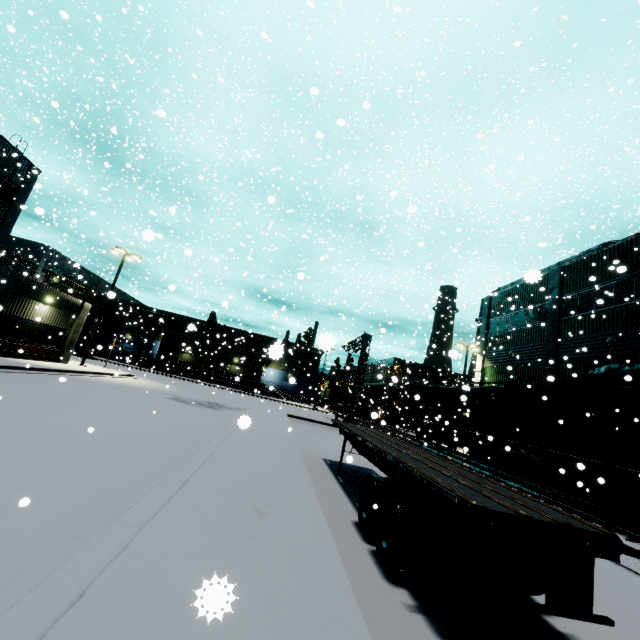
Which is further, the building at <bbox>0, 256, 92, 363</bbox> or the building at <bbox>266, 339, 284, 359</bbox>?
the building at <bbox>0, 256, 92, 363</bbox>

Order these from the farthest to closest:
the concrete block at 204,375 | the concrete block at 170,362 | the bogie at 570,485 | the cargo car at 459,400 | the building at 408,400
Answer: the building at 408,400 → the concrete block at 204,375 → the concrete block at 170,362 → the bogie at 570,485 → the cargo car at 459,400

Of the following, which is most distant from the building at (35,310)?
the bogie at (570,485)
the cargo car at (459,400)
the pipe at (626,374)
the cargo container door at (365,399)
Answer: the bogie at (570,485)

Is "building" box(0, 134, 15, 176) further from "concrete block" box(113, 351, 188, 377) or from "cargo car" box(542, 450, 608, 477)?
"cargo car" box(542, 450, 608, 477)

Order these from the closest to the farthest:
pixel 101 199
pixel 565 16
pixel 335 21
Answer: pixel 565 16
pixel 335 21
pixel 101 199

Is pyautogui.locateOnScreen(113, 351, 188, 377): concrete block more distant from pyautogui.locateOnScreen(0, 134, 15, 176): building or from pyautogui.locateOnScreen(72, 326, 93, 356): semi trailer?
pyautogui.locateOnScreen(72, 326, 93, 356): semi trailer
